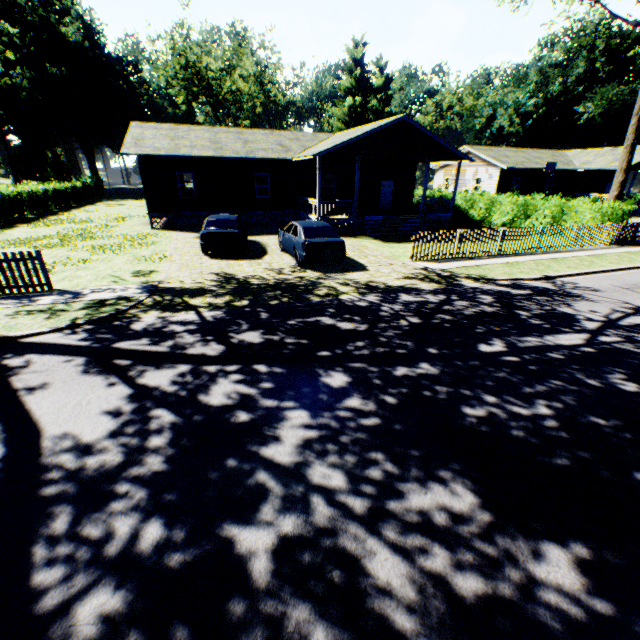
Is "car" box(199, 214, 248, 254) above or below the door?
below

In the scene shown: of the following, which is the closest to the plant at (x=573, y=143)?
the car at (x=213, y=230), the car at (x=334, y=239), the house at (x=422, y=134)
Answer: the car at (x=334, y=239)

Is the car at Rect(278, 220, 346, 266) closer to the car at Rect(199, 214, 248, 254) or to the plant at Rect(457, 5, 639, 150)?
the car at Rect(199, 214, 248, 254)

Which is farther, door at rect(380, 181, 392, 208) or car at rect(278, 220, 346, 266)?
door at rect(380, 181, 392, 208)

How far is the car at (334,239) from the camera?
12.31m

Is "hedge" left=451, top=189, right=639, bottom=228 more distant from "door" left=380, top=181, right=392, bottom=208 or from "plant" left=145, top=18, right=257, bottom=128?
"plant" left=145, top=18, right=257, bottom=128

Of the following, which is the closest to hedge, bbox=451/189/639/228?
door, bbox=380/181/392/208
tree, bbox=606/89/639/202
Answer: tree, bbox=606/89/639/202

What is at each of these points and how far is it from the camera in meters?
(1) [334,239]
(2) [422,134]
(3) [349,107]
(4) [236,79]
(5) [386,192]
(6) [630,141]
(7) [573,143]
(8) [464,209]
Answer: (1) car, 12.6 m
(2) house, 19.9 m
(3) plant, 56.2 m
(4) plant, 49.0 m
(5) door, 25.9 m
(6) tree, 18.3 m
(7) plant, 49.6 m
(8) hedge, 27.1 m
